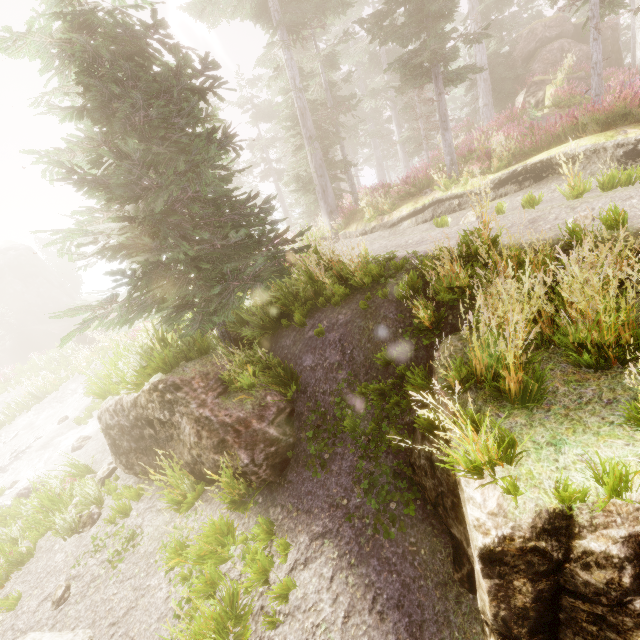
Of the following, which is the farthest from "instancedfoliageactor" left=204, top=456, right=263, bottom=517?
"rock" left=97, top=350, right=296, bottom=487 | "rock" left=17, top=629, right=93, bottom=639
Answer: "rock" left=17, top=629, right=93, bottom=639

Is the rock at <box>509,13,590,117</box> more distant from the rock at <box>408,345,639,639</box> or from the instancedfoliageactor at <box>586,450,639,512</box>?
the rock at <box>408,345,639,639</box>

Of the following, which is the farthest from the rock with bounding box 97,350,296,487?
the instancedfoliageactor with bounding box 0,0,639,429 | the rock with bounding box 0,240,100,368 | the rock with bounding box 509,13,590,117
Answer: the rock with bounding box 0,240,100,368

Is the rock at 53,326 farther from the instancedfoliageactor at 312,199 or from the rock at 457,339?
the rock at 457,339

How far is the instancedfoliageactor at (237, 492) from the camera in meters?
4.9 m

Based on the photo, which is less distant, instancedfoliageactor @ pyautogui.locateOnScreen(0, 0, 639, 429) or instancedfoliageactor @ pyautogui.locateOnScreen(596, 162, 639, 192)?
instancedfoliageactor @ pyautogui.locateOnScreen(0, 0, 639, 429)

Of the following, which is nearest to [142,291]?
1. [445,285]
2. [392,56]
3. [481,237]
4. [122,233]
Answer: [122,233]

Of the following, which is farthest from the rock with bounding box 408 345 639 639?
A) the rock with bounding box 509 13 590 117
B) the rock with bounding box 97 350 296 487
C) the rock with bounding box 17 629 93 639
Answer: the rock with bounding box 509 13 590 117
